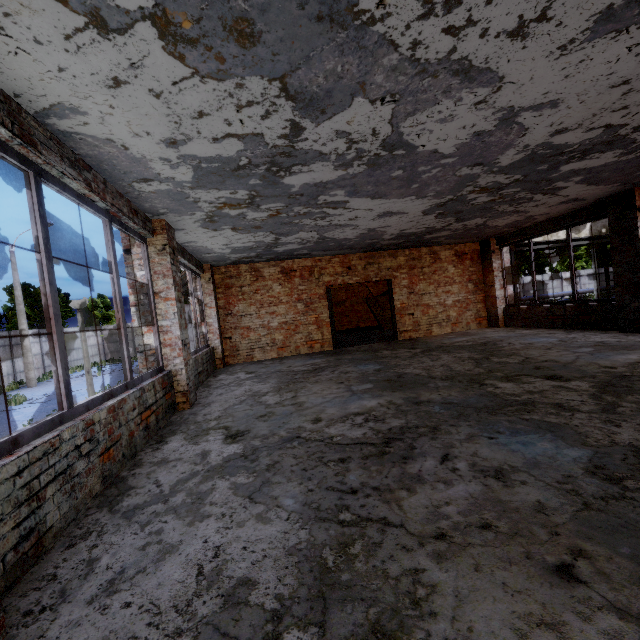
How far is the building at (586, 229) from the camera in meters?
14.7

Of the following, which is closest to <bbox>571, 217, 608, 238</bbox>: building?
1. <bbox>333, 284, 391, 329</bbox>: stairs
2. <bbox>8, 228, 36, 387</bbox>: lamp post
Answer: <bbox>333, 284, 391, 329</bbox>: stairs

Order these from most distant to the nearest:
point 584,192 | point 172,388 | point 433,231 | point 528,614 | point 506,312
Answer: point 506,312
point 433,231
point 584,192
point 172,388
point 528,614

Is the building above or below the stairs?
above

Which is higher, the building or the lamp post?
the building

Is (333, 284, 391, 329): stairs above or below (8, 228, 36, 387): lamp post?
above

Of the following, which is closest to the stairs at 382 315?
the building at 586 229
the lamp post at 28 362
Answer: the building at 586 229
